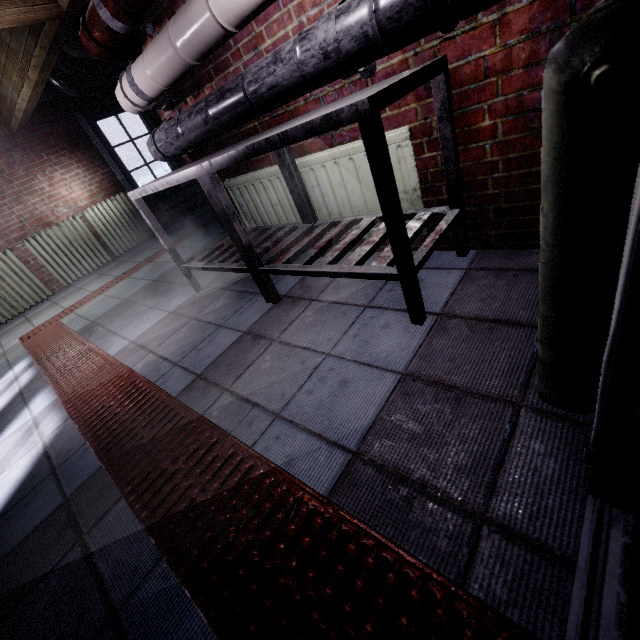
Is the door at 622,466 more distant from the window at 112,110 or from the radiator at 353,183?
the window at 112,110

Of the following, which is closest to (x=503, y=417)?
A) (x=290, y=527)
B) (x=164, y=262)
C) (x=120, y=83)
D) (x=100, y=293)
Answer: (x=290, y=527)

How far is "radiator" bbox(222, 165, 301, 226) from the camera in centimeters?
218cm

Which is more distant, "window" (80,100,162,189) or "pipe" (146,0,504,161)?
"window" (80,100,162,189)

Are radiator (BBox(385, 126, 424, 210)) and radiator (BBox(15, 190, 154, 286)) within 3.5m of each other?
no

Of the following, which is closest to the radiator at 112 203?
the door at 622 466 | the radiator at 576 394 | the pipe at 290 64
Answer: the pipe at 290 64

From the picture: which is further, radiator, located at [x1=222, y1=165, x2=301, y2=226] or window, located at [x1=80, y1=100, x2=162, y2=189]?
window, located at [x1=80, y1=100, x2=162, y2=189]

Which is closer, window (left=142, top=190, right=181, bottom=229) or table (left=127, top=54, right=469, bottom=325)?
A: table (left=127, top=54, right=469, bottom=325)
